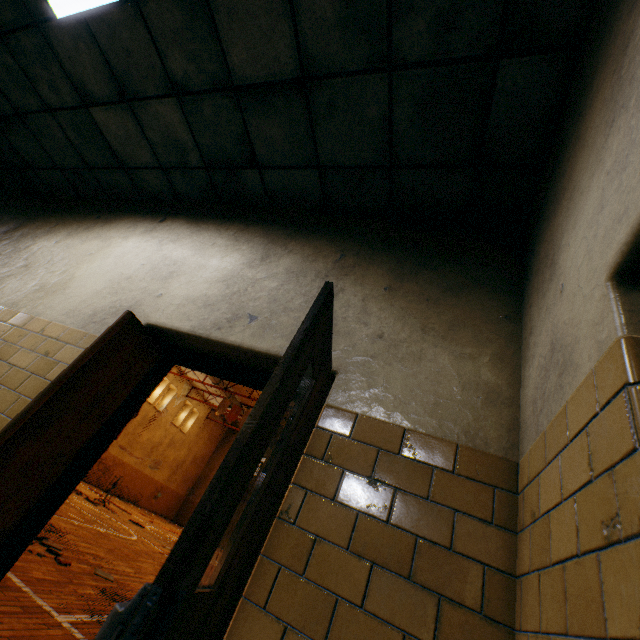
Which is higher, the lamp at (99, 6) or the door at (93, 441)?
the lamp at (99, 6)

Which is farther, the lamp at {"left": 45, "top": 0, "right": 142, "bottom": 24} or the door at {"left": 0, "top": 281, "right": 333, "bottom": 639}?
the lamp at {"left": 45, "top": 0, "right": 142, "bottom": 24}

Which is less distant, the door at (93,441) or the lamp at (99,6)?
the door at (93,441)

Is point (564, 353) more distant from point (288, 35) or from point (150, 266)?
point (150, 266)

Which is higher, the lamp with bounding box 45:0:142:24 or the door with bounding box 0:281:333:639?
the lamp with bounding box 45:0:142:24
